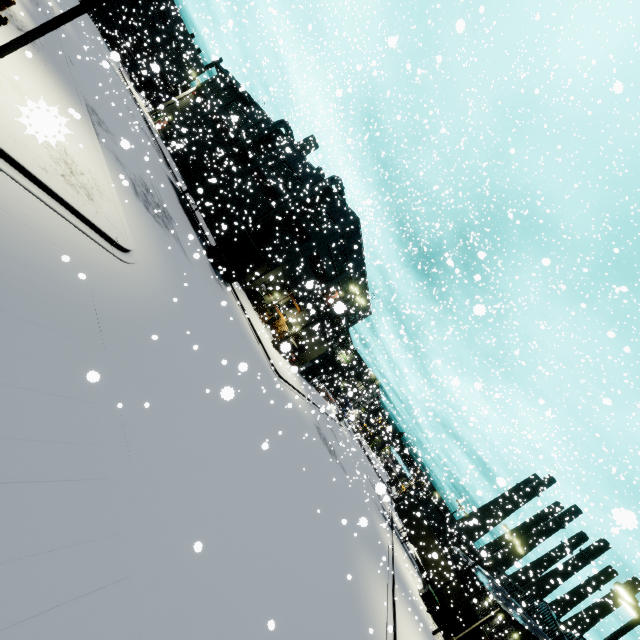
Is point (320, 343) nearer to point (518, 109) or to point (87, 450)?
point (518, 109)

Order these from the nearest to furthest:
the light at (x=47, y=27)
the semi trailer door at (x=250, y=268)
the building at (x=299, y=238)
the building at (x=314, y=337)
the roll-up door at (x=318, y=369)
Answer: the light at (x=47, y=27) < the semi trailer door at (x=250, y=268) < the building at (x=299, y=238) < the building at (x=314, y=337) < the roll-up door at (x=318, y=369)

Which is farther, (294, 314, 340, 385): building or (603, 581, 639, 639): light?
(294, 314, 340, 385): building

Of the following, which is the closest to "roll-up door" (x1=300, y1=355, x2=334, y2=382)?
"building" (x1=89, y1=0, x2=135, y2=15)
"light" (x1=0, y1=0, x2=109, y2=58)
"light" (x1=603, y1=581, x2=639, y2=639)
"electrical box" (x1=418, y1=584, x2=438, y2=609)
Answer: "building" (x1=89, y1=0, x2=135, y2=15)

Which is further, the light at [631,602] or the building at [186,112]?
the building at [186,112]

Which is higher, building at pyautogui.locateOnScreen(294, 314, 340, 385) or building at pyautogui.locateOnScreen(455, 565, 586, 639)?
building at pyautogui.locateOnScreen(455, 565, 586, 639)

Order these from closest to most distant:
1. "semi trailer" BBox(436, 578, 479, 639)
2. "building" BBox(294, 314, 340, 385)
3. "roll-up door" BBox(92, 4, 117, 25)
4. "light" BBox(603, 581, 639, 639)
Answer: "light" BBox(603, 581, 639, 639)
"semi trailer" BBox(436, 578, 479, 639)
"building" BBox(294, 314, 340, 385)
"roll-up door" BBox(92, 4, 117, 25)

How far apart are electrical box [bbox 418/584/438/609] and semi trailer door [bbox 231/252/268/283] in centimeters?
3072cm
